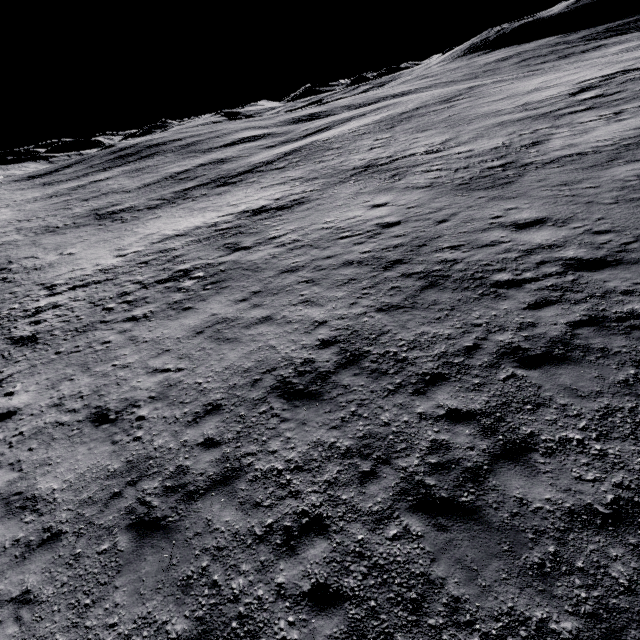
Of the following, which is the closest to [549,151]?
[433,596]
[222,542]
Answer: [433,596]
